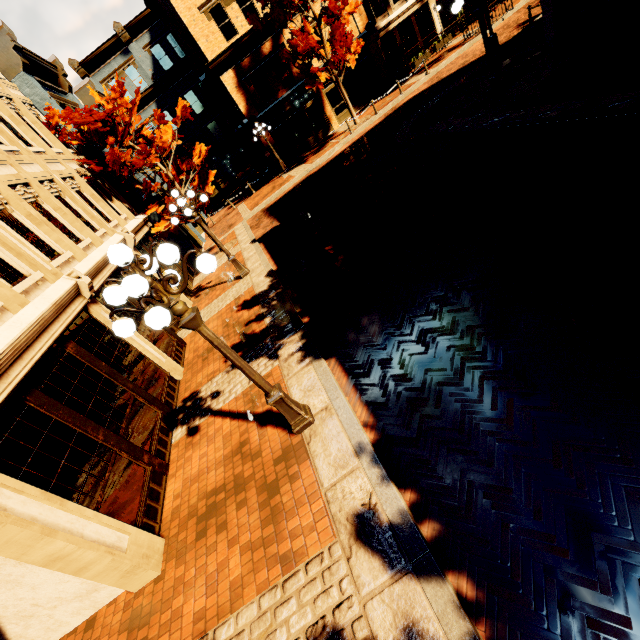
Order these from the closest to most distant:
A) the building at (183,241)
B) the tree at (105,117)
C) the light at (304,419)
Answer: the light at (304,419), the tree at (105,117), the building at (183,241)

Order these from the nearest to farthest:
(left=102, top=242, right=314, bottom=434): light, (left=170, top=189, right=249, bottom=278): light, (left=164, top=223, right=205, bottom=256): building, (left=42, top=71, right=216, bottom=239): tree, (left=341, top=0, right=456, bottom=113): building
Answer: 1. (left=102, top=242, right=314, bottom=434): light
2. (left=170, top=189, right=249, bottom=278): light
3. (left=42, top=71, right=216, bottom=239): tree
4. (left=164, top=223, right=205, bottom=256): building
5. (left=341, top=0, right=456, bottom=113): building

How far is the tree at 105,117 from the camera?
11.97m

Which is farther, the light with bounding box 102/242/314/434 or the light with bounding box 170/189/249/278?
the light with bounding box 170/189/249/278

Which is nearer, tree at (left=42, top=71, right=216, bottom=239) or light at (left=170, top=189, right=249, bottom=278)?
light at (left=170, top=189, right=249, bottom=278)

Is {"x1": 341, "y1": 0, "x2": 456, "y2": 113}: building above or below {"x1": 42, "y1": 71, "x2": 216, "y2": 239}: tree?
below

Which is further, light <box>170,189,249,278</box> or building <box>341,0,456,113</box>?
building <box>341,0,456,113</box>

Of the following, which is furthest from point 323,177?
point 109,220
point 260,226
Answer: point 109,220
